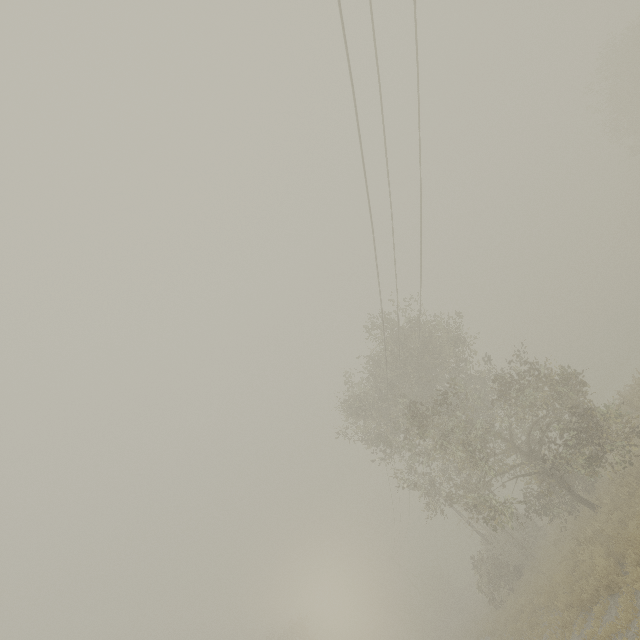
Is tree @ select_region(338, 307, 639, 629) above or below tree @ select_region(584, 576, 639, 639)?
above

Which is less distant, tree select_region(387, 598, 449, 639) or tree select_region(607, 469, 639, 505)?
tree select_region(607, 469, 639, 505)

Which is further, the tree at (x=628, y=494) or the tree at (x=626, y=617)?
the tree at (x=628, y=494)

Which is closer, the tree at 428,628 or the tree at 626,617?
the tree at 626,617

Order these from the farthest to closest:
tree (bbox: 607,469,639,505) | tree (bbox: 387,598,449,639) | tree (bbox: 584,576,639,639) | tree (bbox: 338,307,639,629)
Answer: tree (bbox: 387,598,449,639) < tree (bbox: 338,307,639,629) < tree (bbox: 607,469,639,505) < tree (bbox: 584,576,639,639)

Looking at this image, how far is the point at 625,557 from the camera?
10.0m
